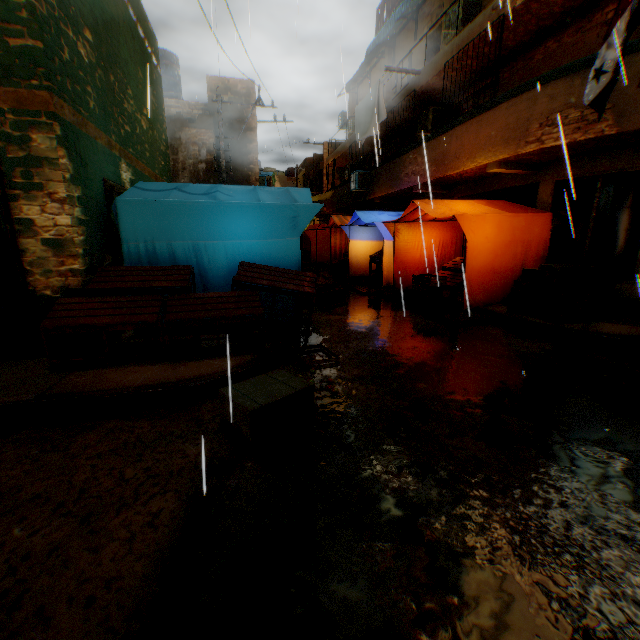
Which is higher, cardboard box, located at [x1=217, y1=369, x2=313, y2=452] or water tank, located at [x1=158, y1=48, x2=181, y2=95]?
water tank, located at [x1=158, y1=48, x2=181, y2=95]

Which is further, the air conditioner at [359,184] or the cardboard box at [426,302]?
the air conditioner at [359,184]

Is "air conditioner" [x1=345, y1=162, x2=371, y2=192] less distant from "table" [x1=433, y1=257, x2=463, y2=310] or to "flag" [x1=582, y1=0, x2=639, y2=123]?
"flag" [x1=582, y1=0, x2=639, y2=123]

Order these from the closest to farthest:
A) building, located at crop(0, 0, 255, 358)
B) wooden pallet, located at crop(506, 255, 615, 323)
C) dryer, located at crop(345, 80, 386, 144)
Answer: building, located at crop(0, 0, 255, 358)
wooden pallet, located at crop(506, 255, 615, 323)
dryer, located at crop(345, 80, 386, 144)

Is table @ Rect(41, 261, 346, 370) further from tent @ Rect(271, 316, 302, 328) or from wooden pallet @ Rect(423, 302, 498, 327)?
wooden pallet @ Rect(423, 302, 498, 327)

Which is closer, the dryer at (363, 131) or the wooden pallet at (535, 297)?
the wooden pallet at (535, 297)

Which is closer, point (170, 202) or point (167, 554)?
point (167, 554)

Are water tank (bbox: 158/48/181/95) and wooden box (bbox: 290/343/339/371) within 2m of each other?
no
